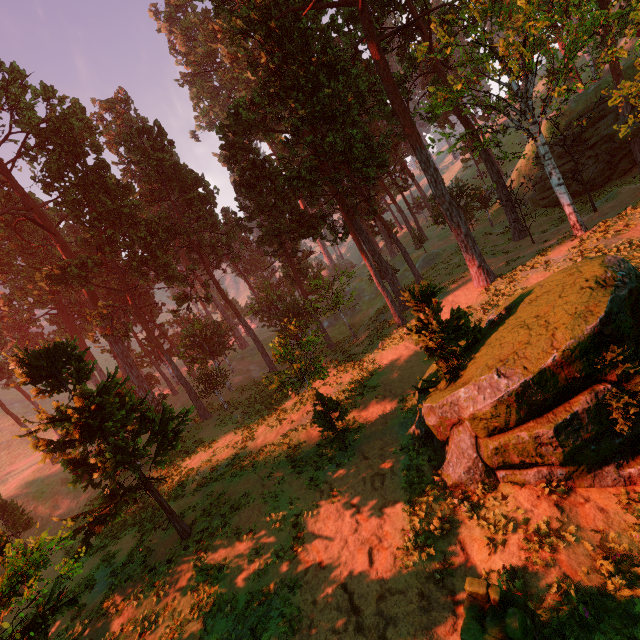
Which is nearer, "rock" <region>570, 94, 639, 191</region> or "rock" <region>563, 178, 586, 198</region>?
"rock" <region>570, 94, 639, 191</region>

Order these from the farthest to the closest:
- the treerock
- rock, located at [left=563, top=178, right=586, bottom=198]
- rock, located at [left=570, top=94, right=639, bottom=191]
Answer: rock, located at [left=563, top=178, right=586, bottom=198], rock, located at [left=570, top=94, right=639, bottom=191], the treerock

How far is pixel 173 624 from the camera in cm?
1198

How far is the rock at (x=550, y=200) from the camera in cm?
3212

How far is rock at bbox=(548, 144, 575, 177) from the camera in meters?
30.1 m

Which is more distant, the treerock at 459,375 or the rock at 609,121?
the rock at 609,121

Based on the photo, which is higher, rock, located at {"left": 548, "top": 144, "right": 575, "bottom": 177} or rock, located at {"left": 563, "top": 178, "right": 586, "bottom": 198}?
rock, located at {"left": 548, "top": 144, "right": 575, "bottom": 177}
